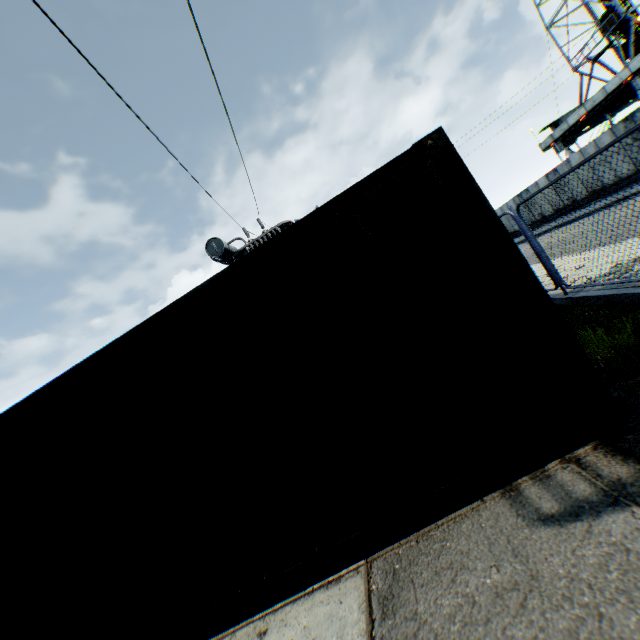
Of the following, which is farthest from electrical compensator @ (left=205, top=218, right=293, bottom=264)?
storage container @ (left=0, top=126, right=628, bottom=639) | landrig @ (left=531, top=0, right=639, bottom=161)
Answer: A: landrig @ (left=531, top=0, right=639, bottom=161)

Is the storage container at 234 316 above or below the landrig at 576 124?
below

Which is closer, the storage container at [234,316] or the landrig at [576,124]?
the storage container at [234,316]

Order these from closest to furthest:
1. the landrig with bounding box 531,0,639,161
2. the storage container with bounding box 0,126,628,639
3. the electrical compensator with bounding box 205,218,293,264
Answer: the storage container with bounding box 0,126,628,639, the electrical compensator with bounding box 205,218,293,264, the landrig with bounding box 531,0,639,161

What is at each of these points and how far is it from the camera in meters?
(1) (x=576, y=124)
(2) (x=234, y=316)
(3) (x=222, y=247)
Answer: (1) landrig, 29.0 m
(2) storage container, 3.1 m
(3) electrical compensator, 12.7 m

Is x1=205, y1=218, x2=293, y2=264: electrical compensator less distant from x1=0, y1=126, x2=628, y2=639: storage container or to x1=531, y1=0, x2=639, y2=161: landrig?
x1=0, y1=126, x2=628, y2=639: storage container
